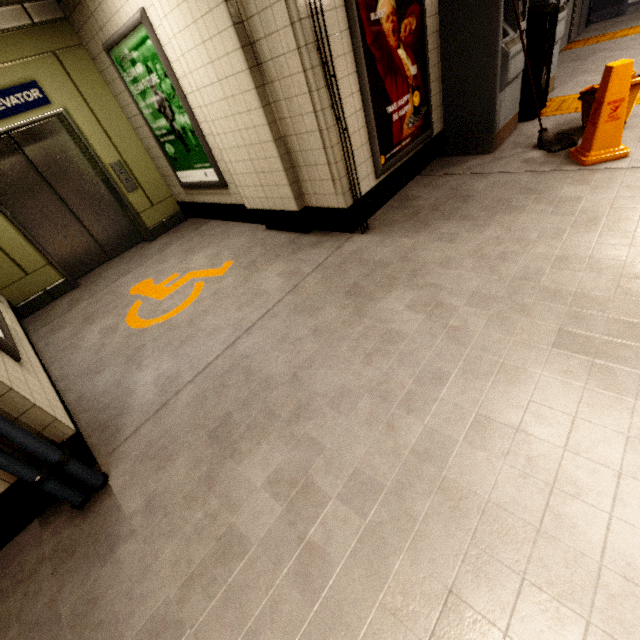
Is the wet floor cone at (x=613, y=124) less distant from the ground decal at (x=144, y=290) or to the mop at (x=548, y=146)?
the mop at (x=548, y=146)

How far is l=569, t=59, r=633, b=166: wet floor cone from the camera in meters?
2.8

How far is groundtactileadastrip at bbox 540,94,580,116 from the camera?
4.33m

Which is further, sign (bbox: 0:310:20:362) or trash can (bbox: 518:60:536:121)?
trash can (bbox: 518:60:536:121)

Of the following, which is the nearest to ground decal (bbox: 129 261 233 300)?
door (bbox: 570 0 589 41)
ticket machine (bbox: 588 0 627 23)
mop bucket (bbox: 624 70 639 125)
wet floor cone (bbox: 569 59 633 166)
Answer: wet floor cone (bbox: 569 59 633 166)

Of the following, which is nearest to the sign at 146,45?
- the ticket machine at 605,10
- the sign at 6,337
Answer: the sign at 6,337

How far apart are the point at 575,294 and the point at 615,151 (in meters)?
2.13

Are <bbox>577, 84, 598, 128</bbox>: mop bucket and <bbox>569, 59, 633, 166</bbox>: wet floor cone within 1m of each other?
yes
